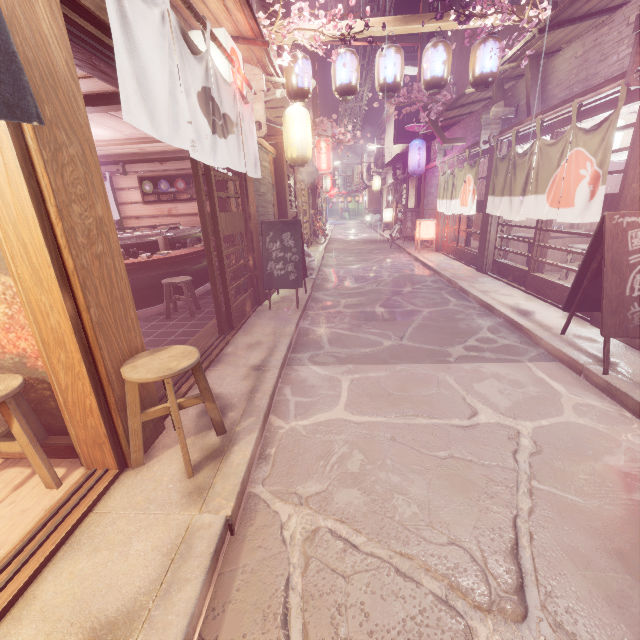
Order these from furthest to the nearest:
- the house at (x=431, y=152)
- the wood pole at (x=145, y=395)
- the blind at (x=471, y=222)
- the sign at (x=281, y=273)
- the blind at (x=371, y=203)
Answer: the blind at (x=371, y=203) < the house at (x=431, y=152) < the blind at (x=471, y=222) < the sign at (x=281, y=273) < the wood pole at (x=145, y=395)

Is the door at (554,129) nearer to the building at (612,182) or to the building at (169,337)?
the building at (612,182)

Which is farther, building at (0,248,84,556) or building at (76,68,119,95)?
building at (76,68,119,95)

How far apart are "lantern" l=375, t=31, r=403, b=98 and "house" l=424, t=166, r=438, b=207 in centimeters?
1046cm

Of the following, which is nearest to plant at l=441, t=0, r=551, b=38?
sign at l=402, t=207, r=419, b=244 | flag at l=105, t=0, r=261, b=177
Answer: flag at l=105, t=0, r=261, b=177

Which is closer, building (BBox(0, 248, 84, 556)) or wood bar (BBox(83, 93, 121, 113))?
building (BBox(0, 248, 84, 556))

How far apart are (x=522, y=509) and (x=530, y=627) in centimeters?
122cm

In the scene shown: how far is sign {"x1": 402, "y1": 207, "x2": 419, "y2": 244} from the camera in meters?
24.9 m
